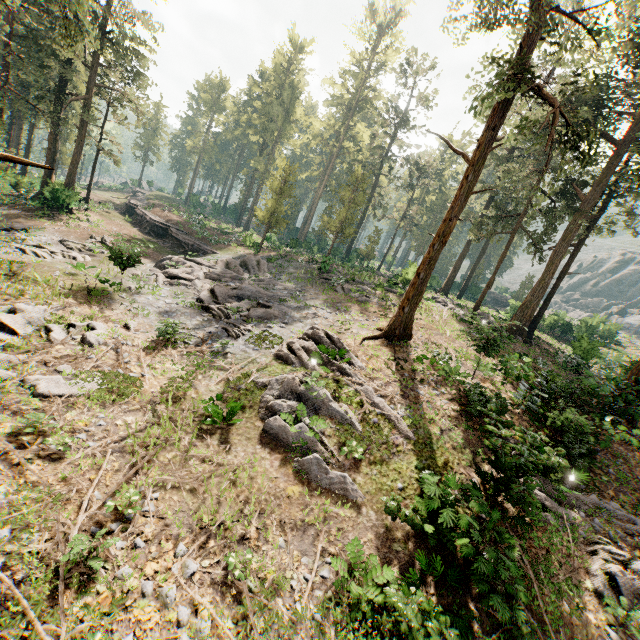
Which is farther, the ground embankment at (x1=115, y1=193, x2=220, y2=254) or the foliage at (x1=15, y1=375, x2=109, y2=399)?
the ground embankment at (x1=115, y1=193, x2=220, y2=254)

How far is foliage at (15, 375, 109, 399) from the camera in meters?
9.3

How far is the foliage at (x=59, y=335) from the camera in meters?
11.9

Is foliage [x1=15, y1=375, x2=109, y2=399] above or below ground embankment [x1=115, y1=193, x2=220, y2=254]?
below

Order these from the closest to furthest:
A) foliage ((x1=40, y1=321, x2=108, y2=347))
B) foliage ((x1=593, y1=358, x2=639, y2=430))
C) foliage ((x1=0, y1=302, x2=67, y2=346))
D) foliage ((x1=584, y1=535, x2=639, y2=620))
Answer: foliage ((x1=584, y1=535, x2=639, y2=620)), foliage ((x1=0, y1=302, x2=67, y2=346)), foliage ((x1=40, y1=321, x2=108, y2=347)), foliage ((x1=593, y1=358, x2=639, y2=430))

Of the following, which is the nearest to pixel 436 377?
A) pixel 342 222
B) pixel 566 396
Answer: pixel 566 396

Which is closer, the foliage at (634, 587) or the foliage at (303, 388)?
the foliage at (634, 587)
